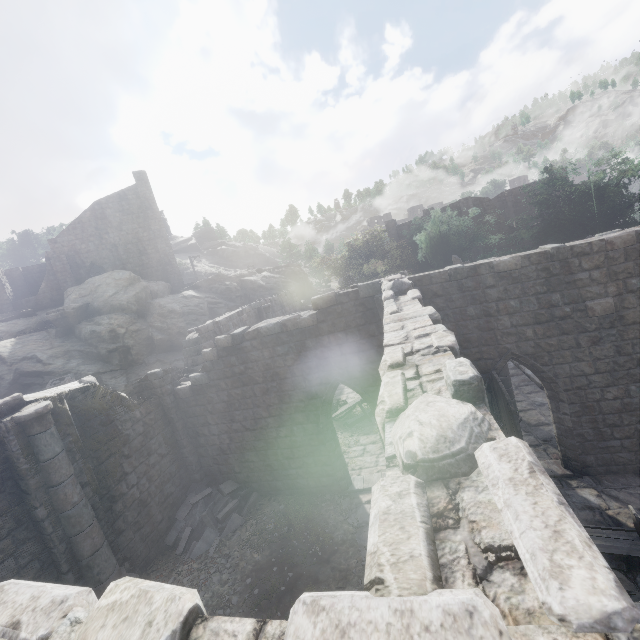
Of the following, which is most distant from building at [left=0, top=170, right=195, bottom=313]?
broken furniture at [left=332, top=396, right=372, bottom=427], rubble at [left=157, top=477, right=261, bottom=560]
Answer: broken furniture at [left=332, top=396, right=372, bottom=427]

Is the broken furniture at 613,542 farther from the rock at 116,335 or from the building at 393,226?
the rock at 116,335

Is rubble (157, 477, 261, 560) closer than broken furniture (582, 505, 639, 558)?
No

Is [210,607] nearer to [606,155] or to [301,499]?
[301,499]

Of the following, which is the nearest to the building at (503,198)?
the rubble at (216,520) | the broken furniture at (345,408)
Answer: the rubble at (216,520)

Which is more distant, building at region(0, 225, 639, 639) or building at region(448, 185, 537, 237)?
building at region(448, 185, 537, 237)

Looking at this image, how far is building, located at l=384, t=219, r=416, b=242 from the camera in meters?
41.7
